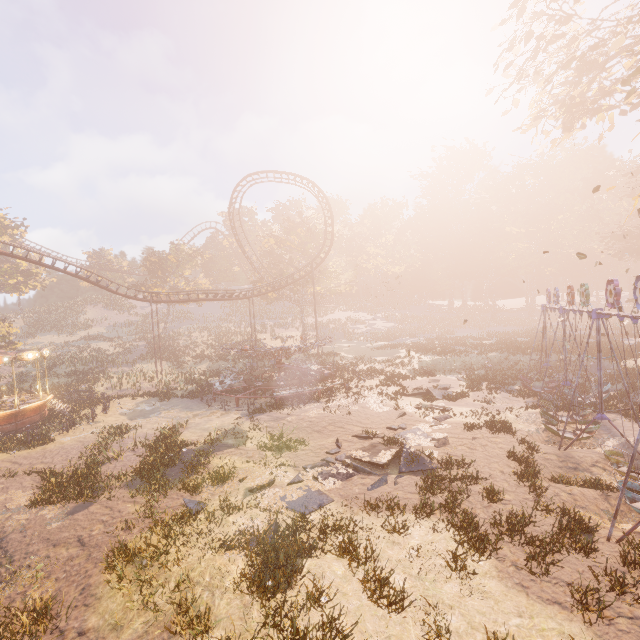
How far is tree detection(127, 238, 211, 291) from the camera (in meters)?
50.09

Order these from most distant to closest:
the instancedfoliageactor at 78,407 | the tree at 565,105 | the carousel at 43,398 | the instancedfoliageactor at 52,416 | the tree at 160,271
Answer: the tree at 160,271 → the instancedfoliageactor at 78,407 → the carousel at 43,398 → the instancedfoliageactor at 52,416 → the tree at 565,105

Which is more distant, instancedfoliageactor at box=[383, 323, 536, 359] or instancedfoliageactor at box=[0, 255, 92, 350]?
instancedfoliageactor at box=[0, 255, 92, 350]

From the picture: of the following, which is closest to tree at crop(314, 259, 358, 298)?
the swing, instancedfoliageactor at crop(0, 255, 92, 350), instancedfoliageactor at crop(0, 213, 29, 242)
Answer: instancedfoliageactor at crop(0, 255, 92, 350)

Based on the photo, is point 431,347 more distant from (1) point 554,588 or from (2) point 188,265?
(2) point 188,265

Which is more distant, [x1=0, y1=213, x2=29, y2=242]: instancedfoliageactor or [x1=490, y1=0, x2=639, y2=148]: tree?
[x1=0, y1=213, x2=29, y2=242]: instancedfoliageactor

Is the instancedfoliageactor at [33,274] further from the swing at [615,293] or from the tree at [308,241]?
the swing at [615,293]

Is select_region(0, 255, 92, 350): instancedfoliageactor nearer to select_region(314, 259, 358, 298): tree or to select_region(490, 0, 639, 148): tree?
select_region(314, 259, 358, 298): tree
